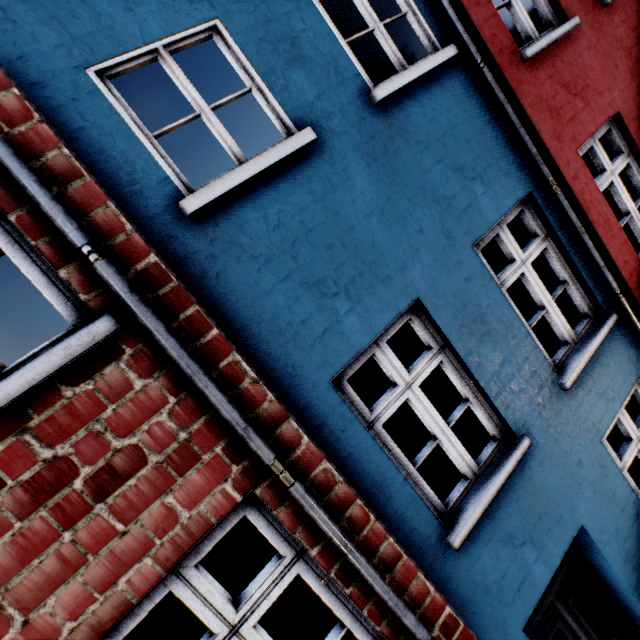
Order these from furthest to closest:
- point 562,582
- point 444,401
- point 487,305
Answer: point 444,401, point 562,582, point 487,305
